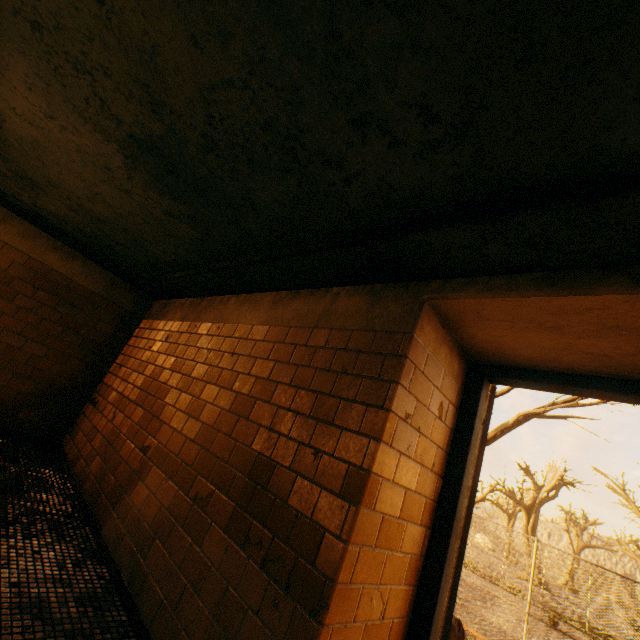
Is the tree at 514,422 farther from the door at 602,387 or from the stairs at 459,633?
the door at 602,387

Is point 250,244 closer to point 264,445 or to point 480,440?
point 264,445

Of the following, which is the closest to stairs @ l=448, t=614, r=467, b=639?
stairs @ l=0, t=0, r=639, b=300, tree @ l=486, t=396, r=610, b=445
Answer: stairs @ l=0, t=0, r=639, b=300

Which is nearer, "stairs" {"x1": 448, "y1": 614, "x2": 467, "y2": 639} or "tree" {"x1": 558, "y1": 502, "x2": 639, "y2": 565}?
"stairs" {"x1": 448, "y1": 614, "x2": 467, "y2": 639}

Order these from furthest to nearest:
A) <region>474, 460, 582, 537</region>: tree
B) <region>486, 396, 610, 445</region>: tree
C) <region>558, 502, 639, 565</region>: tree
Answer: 1. <region>558, 502, 639, 565</region>: tree
2. <region>474, 460, 582, 537</region>: tree
3. <region>486, 396, 610, 445</region>: tree

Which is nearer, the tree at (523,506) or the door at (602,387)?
the door at (602,387)

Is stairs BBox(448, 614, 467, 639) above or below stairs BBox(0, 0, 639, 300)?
below

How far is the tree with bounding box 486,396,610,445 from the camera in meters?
7.1
